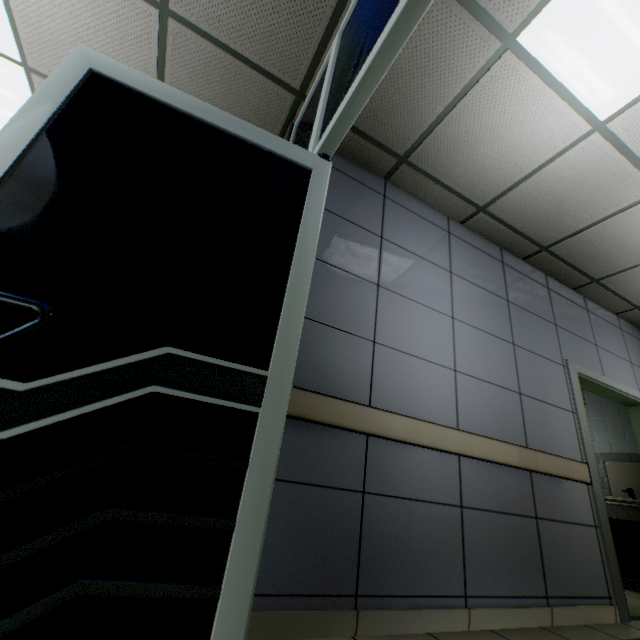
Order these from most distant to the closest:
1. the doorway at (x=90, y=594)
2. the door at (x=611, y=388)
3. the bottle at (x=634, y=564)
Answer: the bottle at (x=634, y=564) < the door at (x=611, y=388) < the doorway at (x=90, y=594)

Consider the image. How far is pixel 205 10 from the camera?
2.08m

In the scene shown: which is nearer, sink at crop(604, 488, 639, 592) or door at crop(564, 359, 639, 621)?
door at crop(564, 359, 639, 621)

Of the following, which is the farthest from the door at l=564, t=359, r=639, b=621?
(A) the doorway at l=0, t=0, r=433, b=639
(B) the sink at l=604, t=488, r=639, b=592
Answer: (A) the doorway at l=0, t=0, r=433, b=639

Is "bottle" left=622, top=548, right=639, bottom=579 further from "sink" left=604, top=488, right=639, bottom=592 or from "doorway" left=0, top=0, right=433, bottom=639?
"doorway" left=0, top=0, right=433, bottom=639

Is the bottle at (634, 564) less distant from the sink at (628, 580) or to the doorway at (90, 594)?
the sink at (628, 580)

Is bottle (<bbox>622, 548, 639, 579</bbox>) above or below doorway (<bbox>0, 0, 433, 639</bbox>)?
below

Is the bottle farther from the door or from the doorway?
the doorway
